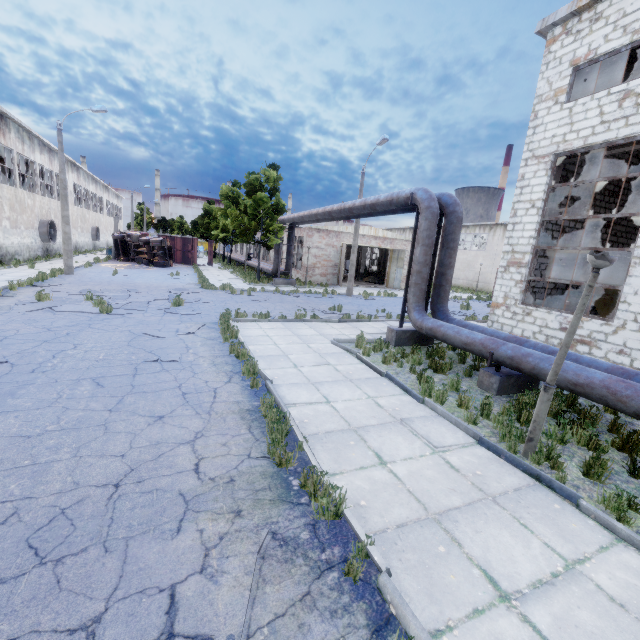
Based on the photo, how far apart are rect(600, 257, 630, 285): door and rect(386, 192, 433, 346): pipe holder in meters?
12.3

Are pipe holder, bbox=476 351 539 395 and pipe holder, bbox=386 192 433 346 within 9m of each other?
yes

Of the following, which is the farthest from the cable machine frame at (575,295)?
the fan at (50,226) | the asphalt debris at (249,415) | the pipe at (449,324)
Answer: the fan at (50,226)

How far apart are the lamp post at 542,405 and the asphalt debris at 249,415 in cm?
393

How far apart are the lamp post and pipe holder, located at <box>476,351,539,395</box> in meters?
2.5 m

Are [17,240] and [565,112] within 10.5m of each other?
no

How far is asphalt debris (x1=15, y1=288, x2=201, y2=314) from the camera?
11.6m

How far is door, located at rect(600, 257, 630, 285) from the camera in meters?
17.3
